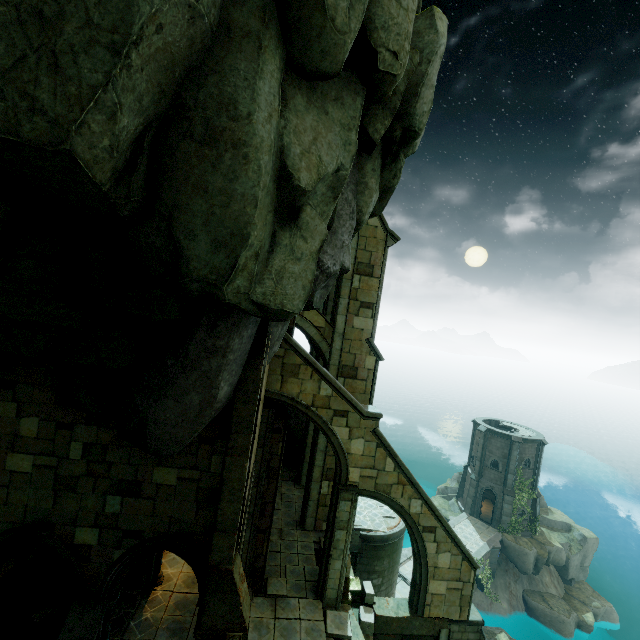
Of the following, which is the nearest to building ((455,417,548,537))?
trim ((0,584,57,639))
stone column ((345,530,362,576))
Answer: stone column ((345,530,362,576))

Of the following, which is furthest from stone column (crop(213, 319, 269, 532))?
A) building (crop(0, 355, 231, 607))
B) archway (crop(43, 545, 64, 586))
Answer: archway (crop(43, 545, 64, 586))

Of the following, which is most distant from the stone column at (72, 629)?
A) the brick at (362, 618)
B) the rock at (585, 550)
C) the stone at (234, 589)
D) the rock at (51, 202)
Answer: the rock at (585, 550)

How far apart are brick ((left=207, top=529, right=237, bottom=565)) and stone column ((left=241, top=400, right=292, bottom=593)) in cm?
351

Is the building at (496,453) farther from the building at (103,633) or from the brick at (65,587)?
the brick at (65,587)

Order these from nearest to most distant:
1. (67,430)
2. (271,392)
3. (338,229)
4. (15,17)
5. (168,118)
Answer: (15,17), (168,118), (67,430), (338,229), (271,392)

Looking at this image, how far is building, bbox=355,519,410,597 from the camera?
17.1 meters

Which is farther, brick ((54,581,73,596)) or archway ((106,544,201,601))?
brick ((54,581,73,596))
